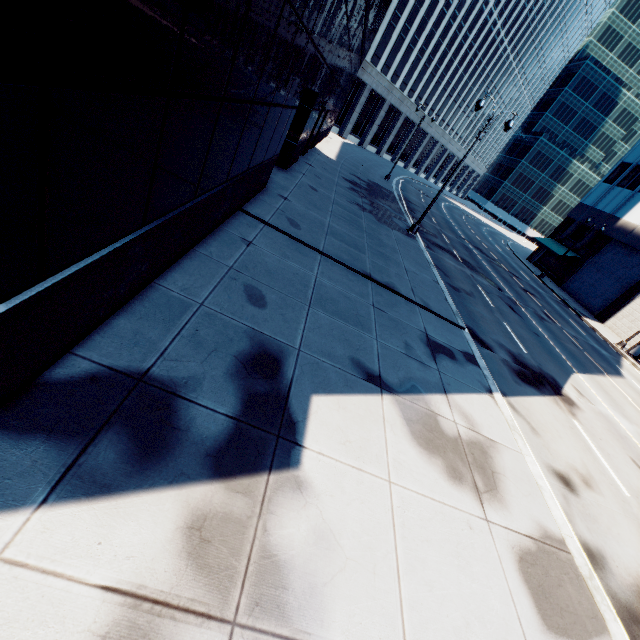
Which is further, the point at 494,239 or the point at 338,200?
the point at 494,239
